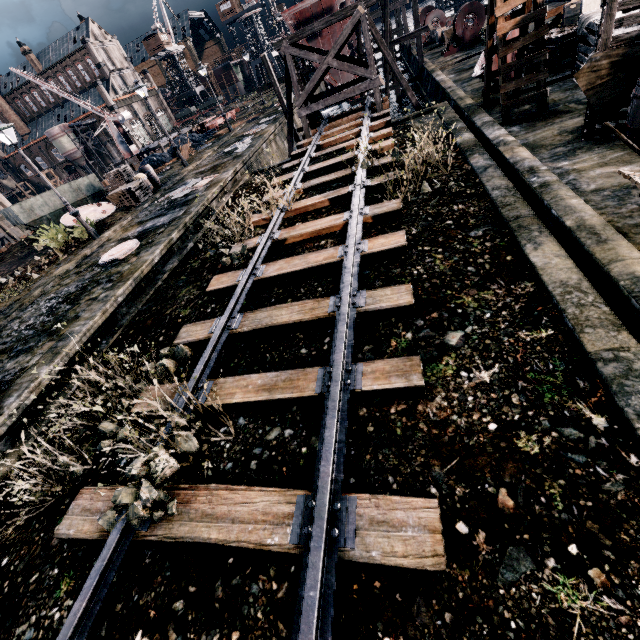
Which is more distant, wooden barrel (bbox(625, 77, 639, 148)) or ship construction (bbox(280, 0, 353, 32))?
ship construction (bbox(280, 0, 353, 32))

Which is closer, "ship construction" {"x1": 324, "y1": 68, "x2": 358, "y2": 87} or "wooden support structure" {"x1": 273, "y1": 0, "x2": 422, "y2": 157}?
"wooden support structure" {"x1": 273, "y1": 0, "x2": 422, "y2": 157}

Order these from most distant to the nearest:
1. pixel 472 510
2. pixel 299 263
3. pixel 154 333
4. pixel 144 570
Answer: pixel 154 333
pixel 299 263
pixel 144 570
pixel 472 510

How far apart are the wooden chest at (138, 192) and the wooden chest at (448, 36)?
27.8m

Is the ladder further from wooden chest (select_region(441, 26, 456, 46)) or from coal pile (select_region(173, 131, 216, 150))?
coal pile (select_region(173, 131, 216, 150))

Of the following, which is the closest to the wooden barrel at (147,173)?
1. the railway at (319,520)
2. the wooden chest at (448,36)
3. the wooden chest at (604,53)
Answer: the railway at (319,520)

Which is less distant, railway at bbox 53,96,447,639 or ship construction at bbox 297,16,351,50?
railway at bbox 53,96,447,639

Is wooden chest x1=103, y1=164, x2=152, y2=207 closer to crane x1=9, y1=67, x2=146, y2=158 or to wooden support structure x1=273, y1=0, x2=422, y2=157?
wooden support structure x1=273, y1=0, x2=422, y2=157
